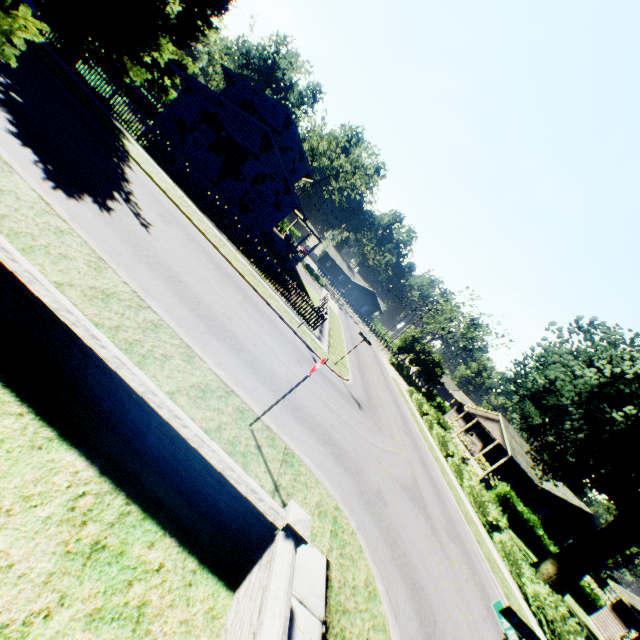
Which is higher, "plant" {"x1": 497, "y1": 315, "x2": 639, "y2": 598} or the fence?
"plant" {"x1": 497, "y1": 315, "x2": 639, "y2": 598}

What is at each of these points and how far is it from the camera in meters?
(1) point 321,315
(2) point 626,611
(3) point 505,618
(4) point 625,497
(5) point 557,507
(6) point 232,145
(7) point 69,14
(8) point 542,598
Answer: (1) fence, 19.9
(2) house, 26.6
(3) sign, 4.4
(4) plant, 17.6
(5) house, 33.3
(6) house, 22.5
(7) plant, 16.0
(8) hedge, 14.8

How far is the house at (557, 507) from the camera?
33.1 meters

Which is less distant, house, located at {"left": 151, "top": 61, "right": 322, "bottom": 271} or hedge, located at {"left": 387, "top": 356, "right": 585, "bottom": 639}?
hedge, located at {"left": 387, "top": 356, "right": 585, "bottom": 639}

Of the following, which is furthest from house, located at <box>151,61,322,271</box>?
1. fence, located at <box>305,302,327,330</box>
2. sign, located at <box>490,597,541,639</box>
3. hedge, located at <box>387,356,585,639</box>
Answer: sign, located at <box>490,597,541,639</box>

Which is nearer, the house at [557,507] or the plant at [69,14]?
the plant at [69,14]

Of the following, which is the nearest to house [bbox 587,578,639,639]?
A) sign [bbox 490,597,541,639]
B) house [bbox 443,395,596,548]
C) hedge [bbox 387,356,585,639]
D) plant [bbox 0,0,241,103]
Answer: plant [bbox 0,0,241,103]

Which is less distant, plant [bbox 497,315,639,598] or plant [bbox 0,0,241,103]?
plant [bbox 0,0,241,103]
